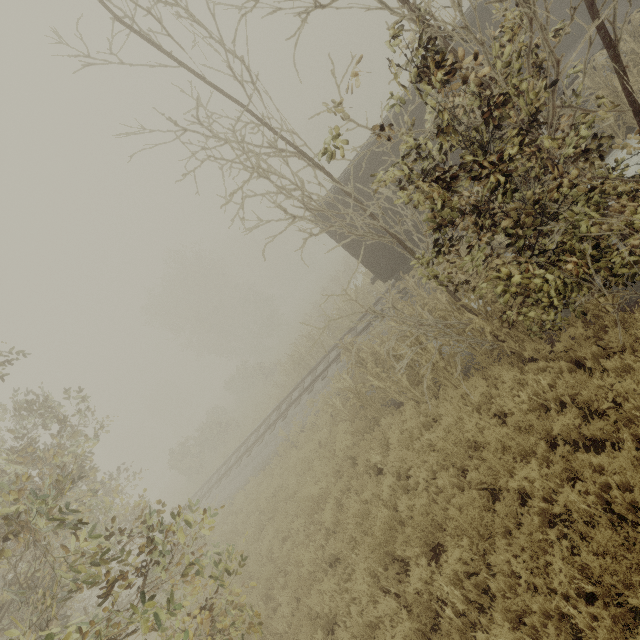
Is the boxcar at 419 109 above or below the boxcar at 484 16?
below

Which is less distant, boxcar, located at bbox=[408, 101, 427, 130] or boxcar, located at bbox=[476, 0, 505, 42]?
boxcar, located at bbox=[476, 0, 505, 42]

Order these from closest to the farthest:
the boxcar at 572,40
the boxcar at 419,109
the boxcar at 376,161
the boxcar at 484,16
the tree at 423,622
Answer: the tree at 423,622 < the boxcar at 484,16 < the boxcar at 419,109 < the boxcar at 376,161 < the boxcar at 572,40

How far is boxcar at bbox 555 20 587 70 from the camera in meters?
11.6

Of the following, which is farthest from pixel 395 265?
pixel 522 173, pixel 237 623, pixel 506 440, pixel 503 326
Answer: pixel 237 623

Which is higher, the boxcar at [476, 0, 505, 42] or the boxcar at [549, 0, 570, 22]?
the boxcar at [476, 0, 505, 42]
